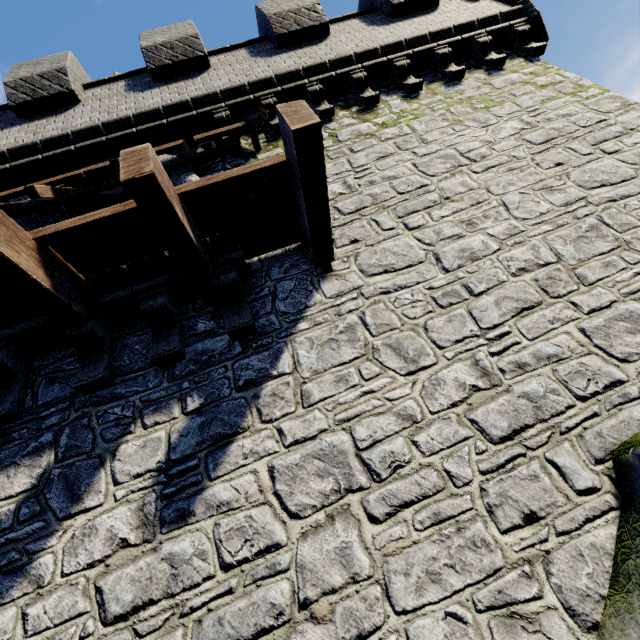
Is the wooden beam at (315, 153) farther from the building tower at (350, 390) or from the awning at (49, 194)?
the awning at (49, 194)

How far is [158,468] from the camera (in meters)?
3.11

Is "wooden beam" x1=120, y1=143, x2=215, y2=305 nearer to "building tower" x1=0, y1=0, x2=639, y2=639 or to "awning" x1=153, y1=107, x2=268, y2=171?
"building tower" x1=0, y1=0, x2=639, y2=639

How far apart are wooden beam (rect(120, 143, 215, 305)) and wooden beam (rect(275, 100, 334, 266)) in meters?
1.2

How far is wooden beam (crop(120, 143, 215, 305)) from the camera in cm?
276

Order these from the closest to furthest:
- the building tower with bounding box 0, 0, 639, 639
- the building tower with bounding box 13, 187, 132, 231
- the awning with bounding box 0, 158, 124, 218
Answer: the building tower with bounding box 0, 0, 639, 639 → the awning with bounding box 0, 158, 124, 218 → the building tower with bounding box 13, 187, 132, 231

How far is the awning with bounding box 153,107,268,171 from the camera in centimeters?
538cm

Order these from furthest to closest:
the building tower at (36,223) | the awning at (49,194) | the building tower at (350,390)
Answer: the building tower at (36,223), the awning at (49,194), the building tower at (350,390)
